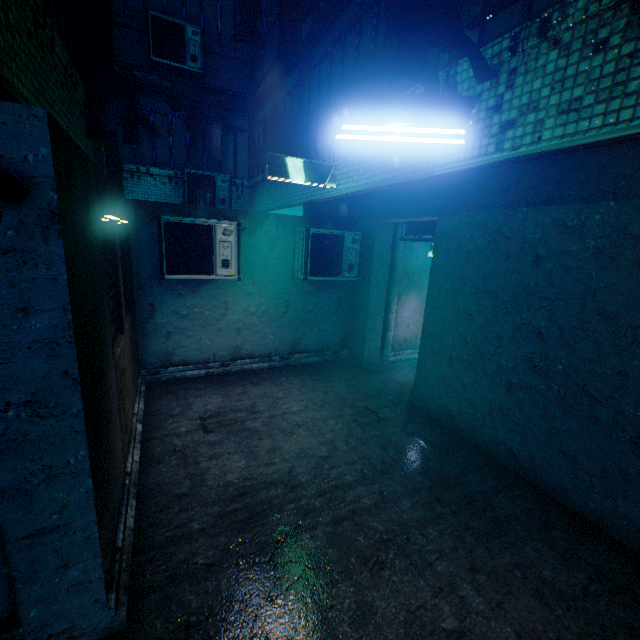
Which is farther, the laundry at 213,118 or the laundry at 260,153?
the laundry at 260,153

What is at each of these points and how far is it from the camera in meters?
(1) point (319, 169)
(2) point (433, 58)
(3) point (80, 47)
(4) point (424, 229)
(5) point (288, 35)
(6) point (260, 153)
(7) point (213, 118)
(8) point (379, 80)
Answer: (1) light, 4.4 m
(2) window, 3.1 m
(3) window, 4.1 m
(4) sign, 5.9 m
(5) laundry, 1.9 m
(6) laundry, 4.6 m
(7) laundry, 4.4 m
(8) window, 3.9 m

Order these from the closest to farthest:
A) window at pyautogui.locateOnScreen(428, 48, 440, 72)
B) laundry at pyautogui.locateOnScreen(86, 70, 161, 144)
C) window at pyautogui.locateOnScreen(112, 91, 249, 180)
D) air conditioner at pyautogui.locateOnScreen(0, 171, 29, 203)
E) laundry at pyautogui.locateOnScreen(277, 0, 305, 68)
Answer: air conditioner at pyautogui.locateOnScreen(0, 171, 29, 203), laundry at pyautogui.locateOnScreen(277, 0, 305, 68), window at pyautogui.locateOnScreen(428, 48, 440, 72), laundry at pyautogui.locateOnScreen(86, 70, 161, 144), window at pyautogui.locateOnScreen(112, 91, 249, 180)

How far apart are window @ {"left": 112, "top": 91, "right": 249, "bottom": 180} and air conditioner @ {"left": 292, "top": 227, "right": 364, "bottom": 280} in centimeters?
351cm

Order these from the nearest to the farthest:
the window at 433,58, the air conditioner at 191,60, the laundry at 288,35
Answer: the laundry at 288,35
the window at 433,58
the air conditioner at 191,60

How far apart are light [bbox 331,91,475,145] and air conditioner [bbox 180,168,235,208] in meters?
6.6

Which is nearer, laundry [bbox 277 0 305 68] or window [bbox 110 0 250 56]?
laundry [bbox 277 0 305 68]

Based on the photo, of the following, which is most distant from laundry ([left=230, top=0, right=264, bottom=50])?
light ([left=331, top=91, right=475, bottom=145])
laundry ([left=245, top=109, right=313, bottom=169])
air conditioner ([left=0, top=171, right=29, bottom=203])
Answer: laundry ([left=245, top=109, right=313, bottom=169])
